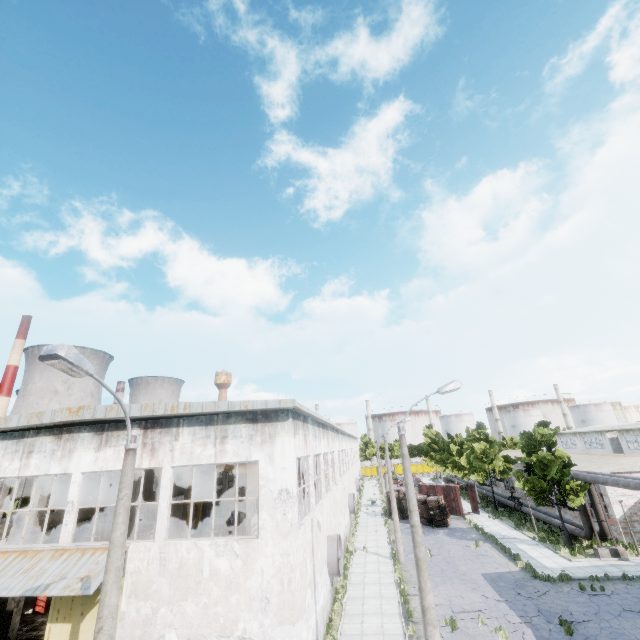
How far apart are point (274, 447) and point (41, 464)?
10.44m

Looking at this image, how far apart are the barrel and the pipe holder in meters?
35.6

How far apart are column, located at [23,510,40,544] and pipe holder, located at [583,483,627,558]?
34.6 meters

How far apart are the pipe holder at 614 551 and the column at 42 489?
34.63m

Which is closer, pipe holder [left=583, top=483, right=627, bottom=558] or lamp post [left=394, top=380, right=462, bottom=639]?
lamp post [left=394, top=380, right=462, bottom=639]

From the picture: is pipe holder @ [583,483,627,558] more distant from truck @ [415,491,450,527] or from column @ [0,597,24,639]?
column @ [0,597,24,639]

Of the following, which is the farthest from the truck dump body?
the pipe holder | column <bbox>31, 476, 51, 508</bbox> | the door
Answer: column <bbox>31, 476, 51, 508</bbox>

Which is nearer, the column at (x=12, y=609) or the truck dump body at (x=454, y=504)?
the column at (x=12, y=609)
